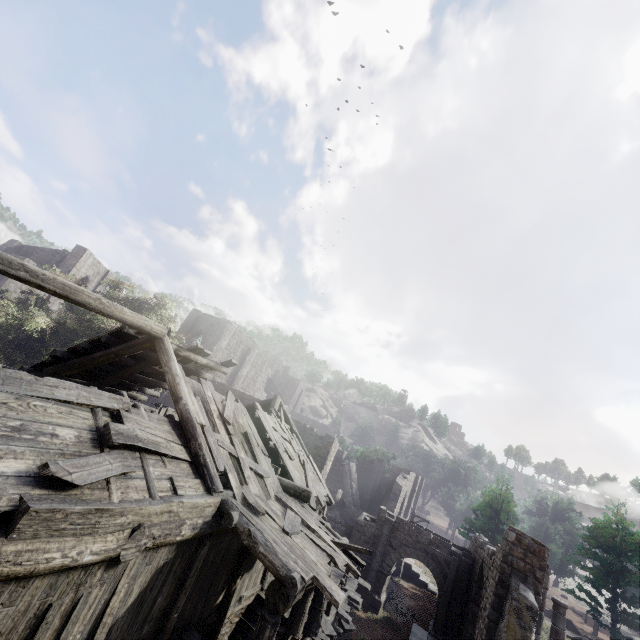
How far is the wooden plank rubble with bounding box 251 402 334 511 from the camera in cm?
1276

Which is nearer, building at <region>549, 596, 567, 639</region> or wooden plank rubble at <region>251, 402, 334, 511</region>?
wooden plank rubble at <region>251, 402, 334, 511</region>

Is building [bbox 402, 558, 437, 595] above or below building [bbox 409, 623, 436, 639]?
below

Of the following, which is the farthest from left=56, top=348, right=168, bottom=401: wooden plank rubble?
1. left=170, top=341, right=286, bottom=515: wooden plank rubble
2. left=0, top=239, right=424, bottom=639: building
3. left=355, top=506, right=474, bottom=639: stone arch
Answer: left=355, top=506, right=474, bottom=639: stone arch

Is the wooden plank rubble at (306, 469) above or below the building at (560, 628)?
above

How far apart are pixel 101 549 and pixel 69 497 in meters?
1.0 m

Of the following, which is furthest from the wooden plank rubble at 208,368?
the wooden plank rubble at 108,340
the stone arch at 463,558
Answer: the stone arch at 463,558

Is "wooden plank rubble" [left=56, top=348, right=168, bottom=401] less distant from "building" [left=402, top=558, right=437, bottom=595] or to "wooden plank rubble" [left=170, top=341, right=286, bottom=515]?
"building" [left=402, top=558, right=437, bottom=595]
